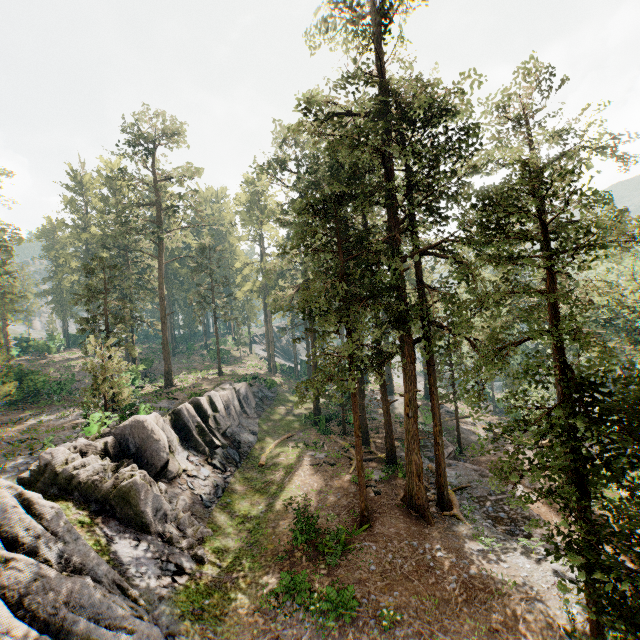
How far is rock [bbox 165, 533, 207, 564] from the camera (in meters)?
14.93

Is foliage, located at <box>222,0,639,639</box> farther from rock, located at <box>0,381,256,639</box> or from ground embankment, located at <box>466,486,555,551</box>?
rock, located at <box>0,381,256,639</box>

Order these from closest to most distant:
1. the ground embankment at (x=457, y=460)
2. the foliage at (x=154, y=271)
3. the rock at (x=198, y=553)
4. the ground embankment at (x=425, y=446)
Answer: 1. the rock at (x=198, y=553)
2. the ground embankment at (x=457, y=460)
3. the ground embankment at (x=425, y=446)
4. the foliage at (x=154, y=271)

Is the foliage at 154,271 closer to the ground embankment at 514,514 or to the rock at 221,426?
the ground embankment at 514,514

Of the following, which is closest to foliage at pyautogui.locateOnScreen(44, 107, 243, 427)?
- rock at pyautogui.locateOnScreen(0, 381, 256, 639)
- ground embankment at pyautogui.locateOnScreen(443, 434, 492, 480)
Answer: ground embankment at pyautogui.locateOnScreen(443, 434, 492, 480)

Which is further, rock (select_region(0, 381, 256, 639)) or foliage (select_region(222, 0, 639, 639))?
rock (select_region(0, 381, 256, 639))

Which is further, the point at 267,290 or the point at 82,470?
the point at 267,290
